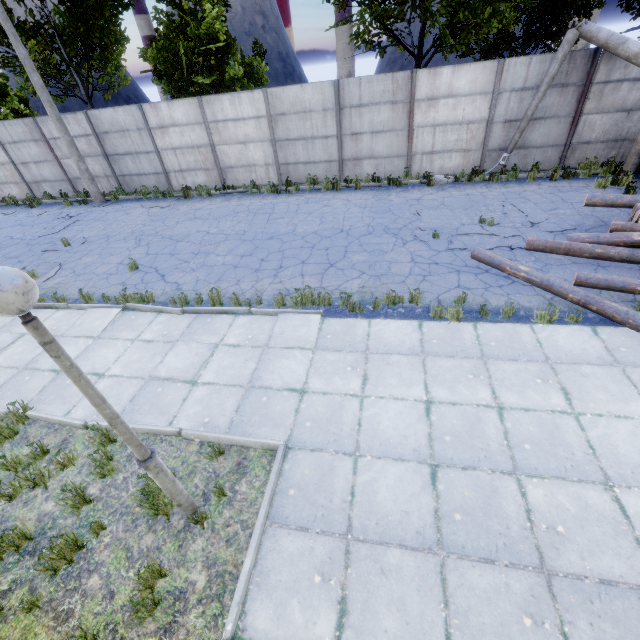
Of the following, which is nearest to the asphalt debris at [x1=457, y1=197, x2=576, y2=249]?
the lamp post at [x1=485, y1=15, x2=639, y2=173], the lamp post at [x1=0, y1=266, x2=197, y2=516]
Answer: the lamp post at [x1=485, y1=15, x2=639, y2=173]

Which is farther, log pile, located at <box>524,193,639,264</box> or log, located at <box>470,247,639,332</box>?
log pile, located at <box>524,193,639,264</box>

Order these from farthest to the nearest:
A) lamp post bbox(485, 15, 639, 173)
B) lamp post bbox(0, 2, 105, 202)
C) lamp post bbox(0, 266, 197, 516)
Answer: lamp post bbox(0, 2, 105, 202) < lamp post bbox(485, 15, 639, 173) < lamp post bbox(0, 266, 197, 516)

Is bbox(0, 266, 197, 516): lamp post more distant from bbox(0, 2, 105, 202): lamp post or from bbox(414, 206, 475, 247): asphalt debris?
bbox(0, 2, 105, 202): lamp post

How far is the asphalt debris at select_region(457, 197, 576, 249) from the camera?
8.53m

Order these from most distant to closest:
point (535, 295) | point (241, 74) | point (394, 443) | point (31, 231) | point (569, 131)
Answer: point (241, 74)
point (31, 231)
point (569, 131)
point (535, 295)
point (394, 443)

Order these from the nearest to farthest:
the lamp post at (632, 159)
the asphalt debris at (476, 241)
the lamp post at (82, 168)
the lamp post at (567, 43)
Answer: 1. the asphalt debris at (476, 241)
2. the lamp post at (567, 43)
3. the lamp post at (632, 159)
4. the lamp post at (82, 168)

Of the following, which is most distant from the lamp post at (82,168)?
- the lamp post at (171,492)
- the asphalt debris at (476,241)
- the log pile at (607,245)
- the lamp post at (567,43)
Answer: the log pile at (607,245)
